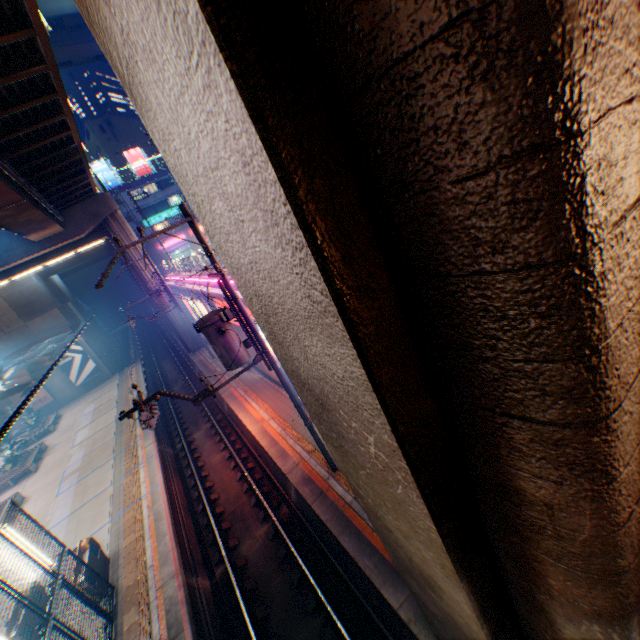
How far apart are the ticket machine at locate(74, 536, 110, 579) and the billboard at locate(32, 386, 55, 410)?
27.69m

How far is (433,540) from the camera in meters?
2.4 m

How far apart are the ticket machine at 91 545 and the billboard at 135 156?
59.0 meters

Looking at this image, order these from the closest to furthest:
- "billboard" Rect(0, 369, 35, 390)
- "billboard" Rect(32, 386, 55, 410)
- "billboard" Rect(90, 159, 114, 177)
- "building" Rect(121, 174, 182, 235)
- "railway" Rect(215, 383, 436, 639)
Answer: "railway" Rect(215, 383, 436, 639) < "billboard" Rect(0, 369, 35, 390) < "billboard" Rect(32, 386, 55, 410) < "billboard" Rect(90, 159, 114, 177) < "building" Rect(121, 174, 182, 235)

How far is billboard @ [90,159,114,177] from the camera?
52.2 meters

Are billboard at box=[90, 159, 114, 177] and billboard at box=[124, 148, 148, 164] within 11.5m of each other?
yes

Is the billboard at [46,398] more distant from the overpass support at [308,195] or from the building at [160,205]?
the building at [160,205]

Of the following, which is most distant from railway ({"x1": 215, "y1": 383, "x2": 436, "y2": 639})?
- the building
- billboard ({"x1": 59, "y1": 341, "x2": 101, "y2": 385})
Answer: the building
